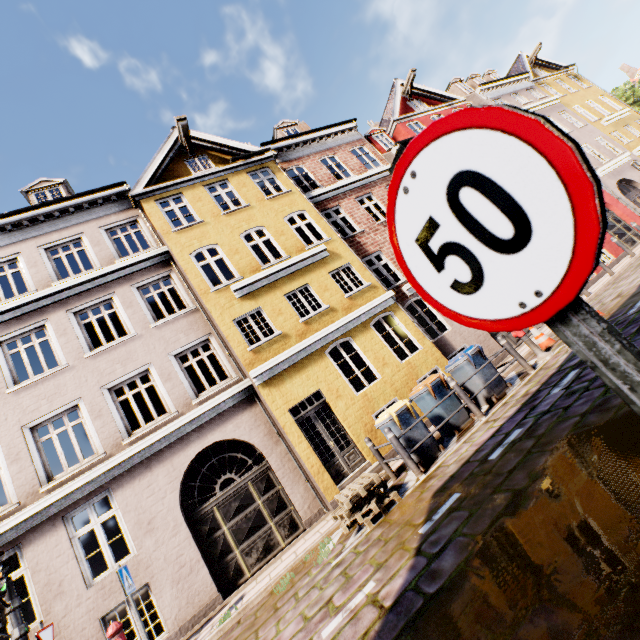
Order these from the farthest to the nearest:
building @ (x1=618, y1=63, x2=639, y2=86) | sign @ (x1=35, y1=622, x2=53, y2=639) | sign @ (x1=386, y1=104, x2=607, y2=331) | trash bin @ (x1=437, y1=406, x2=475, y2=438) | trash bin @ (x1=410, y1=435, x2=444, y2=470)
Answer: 1. building @ (x1=618, y1=63, x2=639, y2=86)
2. trash bin @ (x1=437, y1=406, x2=475, y2=438)
3. trash bin @ (x1=410, y1=435, x2=444, y2=470)
4. sign @ (x1=35, y1=622, x2=53, y2=639)
5. sign @ (x1=386, y1=104, x2=607, y2=331)

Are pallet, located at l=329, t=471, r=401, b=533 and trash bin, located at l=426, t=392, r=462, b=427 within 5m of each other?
yes

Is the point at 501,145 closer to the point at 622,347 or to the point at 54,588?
the point at 622,347

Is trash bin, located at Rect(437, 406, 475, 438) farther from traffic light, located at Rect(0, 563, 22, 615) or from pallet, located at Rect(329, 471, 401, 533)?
traffic light, located at Rect(0, 563, 22, 615)

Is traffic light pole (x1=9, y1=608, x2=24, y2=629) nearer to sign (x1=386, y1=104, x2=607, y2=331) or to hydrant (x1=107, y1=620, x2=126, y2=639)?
hydrant (x1=107, y1=620, x2=126, y2=639)

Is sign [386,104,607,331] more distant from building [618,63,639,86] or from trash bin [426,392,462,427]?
trash bin [426,392,462,427]

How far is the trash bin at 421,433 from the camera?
6.79m

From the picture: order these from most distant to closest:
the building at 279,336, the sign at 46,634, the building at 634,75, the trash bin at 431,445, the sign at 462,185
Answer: the building at 634,75 → the building at 279,336 → the trash bin at 431,445 → the sign at 46,634 → the sign at 462,185
